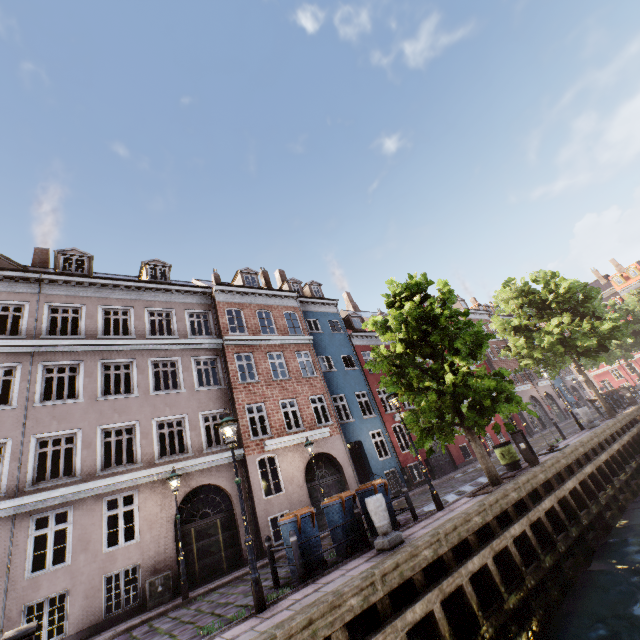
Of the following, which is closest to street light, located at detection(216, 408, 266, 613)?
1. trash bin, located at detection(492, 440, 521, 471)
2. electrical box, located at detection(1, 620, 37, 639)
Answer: trash bin, located at detection(492, 440, 521, 471)

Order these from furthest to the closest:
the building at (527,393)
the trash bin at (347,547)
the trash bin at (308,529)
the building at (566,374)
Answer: the building at (566,374) → the building at (527,393) → the trash bin at (347,547) → the trash bin at (308,529)

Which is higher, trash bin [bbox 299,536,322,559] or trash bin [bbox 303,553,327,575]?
trash bin [bbox 299,536,322,559]

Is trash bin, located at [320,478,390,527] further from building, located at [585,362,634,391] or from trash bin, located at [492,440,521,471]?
trash bin, located at [492,440,521,471]

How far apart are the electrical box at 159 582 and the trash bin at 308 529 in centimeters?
631cm

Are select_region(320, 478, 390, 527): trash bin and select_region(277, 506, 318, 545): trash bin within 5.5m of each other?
yes

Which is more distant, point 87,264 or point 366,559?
point 87,264

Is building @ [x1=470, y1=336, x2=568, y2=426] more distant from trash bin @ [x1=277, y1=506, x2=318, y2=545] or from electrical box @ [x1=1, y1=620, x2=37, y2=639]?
electrical box @ [x1=1, y1=620, x2=37, y2=639]
